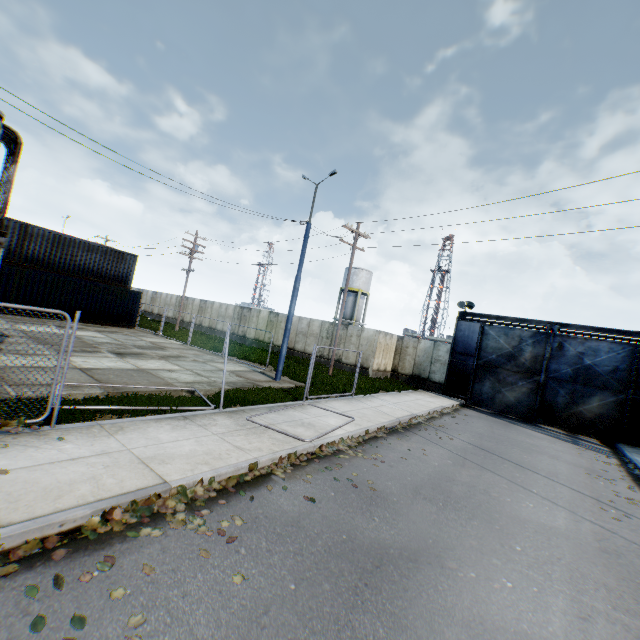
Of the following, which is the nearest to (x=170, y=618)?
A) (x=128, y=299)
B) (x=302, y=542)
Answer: (x=302, y=542)

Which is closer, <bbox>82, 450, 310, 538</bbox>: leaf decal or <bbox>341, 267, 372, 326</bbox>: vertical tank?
<bbox>82, 450, 310, 538</bbox>: leaf decal

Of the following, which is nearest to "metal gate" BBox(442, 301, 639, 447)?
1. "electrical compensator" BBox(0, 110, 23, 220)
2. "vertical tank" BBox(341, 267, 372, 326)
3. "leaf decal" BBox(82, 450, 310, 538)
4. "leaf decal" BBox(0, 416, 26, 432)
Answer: "leaf decal" BBox(82, 450, 310, 538)

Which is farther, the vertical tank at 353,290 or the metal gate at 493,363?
the vertical tank at 353,290

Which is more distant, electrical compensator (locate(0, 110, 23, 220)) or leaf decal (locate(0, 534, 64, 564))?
electrical compensator (locate(0, 110, 23, 220))

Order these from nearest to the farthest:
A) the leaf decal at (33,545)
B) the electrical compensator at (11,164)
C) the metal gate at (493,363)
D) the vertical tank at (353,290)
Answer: the leaf decal at (33,545) < the electrical compensator at (11,164) < the metal gate at (493,363) < the vertical tank at (353,290)

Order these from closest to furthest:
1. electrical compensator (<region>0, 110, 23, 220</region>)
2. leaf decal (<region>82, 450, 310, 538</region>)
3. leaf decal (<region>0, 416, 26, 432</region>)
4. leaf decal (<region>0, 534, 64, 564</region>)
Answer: leaf decal (<region>0, 534, 64, 564</region>), leaf decal (<region>82, 450, 310, 538</region>), leaf decal (<region>0, 416, 26, 432</region>), electrical compensator (<region>0, 110, 23, 220</region>)

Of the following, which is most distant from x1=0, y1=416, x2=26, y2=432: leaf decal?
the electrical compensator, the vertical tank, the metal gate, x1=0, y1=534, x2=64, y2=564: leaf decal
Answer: the vertical tank
